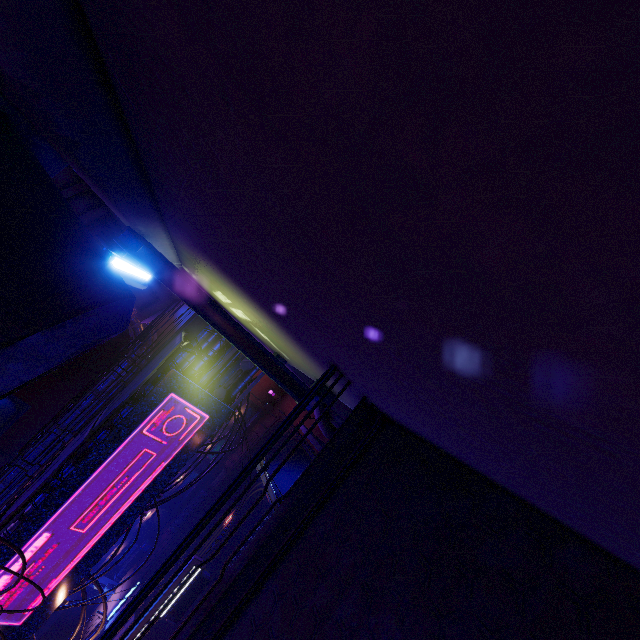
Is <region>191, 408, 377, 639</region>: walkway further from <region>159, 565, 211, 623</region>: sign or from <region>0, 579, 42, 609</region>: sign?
<region>159, 565, 211, 623</region>: sign

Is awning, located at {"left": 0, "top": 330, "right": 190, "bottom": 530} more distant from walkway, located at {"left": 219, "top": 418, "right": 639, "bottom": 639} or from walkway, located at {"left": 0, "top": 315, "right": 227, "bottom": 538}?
walkway, located at {"left": 219, "top": 418, "right": 639, "bottom": 639}

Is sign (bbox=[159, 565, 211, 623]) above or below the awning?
below

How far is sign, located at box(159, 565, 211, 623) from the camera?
16.5 meters

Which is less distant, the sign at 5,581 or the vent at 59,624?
the sign at 5,581

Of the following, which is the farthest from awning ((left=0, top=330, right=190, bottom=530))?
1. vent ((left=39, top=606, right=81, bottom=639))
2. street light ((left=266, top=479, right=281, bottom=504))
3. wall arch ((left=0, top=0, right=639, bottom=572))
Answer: vent ((left=39, top=606, right=81, bottom=639))

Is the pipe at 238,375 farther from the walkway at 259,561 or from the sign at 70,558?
the walkway at 259,561

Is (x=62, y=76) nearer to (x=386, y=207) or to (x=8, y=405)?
(x=386, y=207)
